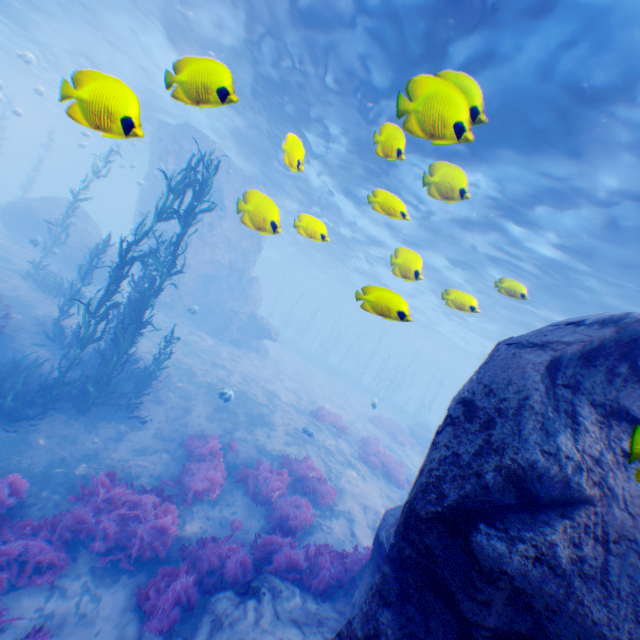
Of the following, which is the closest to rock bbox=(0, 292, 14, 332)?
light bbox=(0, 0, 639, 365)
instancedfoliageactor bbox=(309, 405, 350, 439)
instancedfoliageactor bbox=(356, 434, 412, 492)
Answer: light bbox=(0, 0, 639, 365)

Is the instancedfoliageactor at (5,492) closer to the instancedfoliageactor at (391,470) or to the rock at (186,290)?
the rock at (186,290)

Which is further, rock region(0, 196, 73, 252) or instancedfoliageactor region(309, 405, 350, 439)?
rock region(0, 196, 73, 252)

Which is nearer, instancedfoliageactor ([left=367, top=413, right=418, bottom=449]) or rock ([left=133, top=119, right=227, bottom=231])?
rock ([left=133, top=119, right=227, bottom=231])

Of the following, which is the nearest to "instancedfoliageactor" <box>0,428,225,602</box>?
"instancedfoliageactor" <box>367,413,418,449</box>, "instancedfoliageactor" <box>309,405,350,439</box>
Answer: "instancedfoliageactor" <box>309,405,350,439</box>

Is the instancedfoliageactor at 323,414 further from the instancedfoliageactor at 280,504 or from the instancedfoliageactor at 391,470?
the instancedfoliageactor at 280,504

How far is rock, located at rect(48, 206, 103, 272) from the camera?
20.1 meters

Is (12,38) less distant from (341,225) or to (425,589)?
(341,225)
